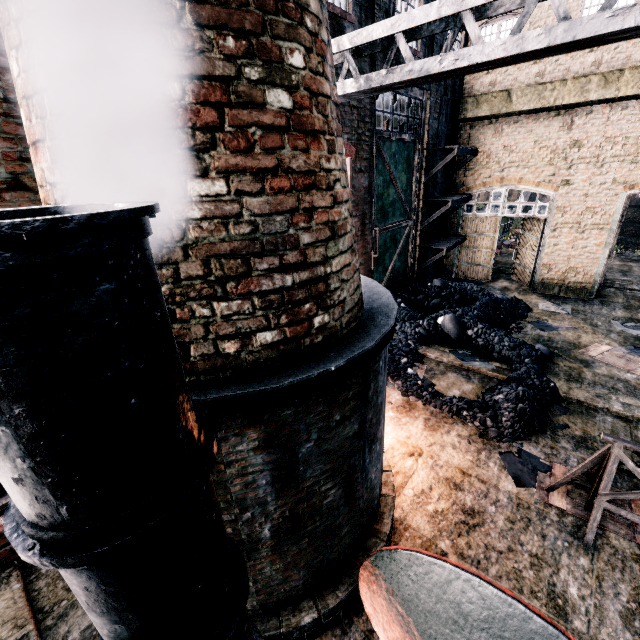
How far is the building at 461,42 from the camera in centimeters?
1430cm

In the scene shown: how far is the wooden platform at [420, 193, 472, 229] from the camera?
14.5 meters

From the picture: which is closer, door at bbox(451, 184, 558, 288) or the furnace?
the furnace

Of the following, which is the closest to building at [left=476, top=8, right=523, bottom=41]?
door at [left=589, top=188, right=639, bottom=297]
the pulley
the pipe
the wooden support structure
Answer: door at [left=589, top=188, right=639, bottom=297]

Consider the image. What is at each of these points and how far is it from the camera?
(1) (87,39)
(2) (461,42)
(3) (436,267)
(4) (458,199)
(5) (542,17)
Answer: (1) chimney, 2.3 meters
(2) building, 14.6 meters
(3) building, 18.6 meters
(4) wooden platform, 15.1 meters
(5) building, 13.2 meters

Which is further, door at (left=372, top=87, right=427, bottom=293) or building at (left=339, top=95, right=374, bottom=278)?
door at (left=372, top=87, right=427, bottom=293)

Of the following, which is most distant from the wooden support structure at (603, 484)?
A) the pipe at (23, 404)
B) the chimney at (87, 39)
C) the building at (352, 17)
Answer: the building at (352, 17)

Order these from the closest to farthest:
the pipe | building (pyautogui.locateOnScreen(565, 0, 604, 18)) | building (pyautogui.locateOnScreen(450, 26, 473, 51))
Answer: the pipe, building (pyautogui.locateOnScreen(565, 0, 604, 18)), building (pyautogui.locateOnScreen(450, 26, 473, 51))
